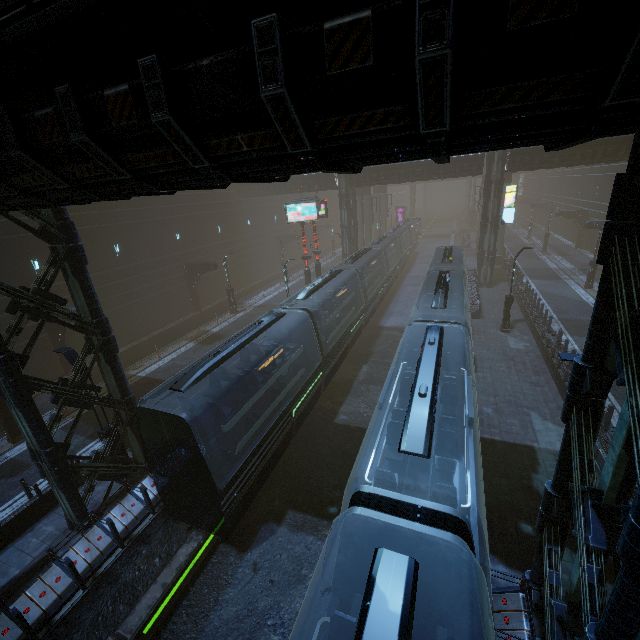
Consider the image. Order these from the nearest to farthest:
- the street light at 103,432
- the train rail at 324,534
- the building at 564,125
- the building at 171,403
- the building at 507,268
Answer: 1. the building at 564,125
2. the train rail at 324,534
3. the street light at 103,432
4. the building at 171,403
5. the building at 507,268

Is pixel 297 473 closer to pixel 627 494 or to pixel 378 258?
pixel 627 494

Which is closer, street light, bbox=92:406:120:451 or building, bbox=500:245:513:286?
street light, bbox=92:406:120:451

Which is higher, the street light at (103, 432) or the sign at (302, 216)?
the sign at (302, 216)

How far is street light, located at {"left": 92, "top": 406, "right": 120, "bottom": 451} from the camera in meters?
11.6

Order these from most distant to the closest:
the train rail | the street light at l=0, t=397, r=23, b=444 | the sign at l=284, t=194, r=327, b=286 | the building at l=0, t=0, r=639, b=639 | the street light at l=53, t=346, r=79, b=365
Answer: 1. the sign at l=284, t=194, r=327, b=286
2. the street light at l=0, t=397, r=23, b=444
3. the street light at l=53, t=346, r=79, b=365
4. the train rail
5. the building at l=0, t=0, r=639, b=639

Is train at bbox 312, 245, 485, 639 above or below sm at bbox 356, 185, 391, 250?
below

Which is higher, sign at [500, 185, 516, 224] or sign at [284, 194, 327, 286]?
sign at [284, 194, 327, 286]
